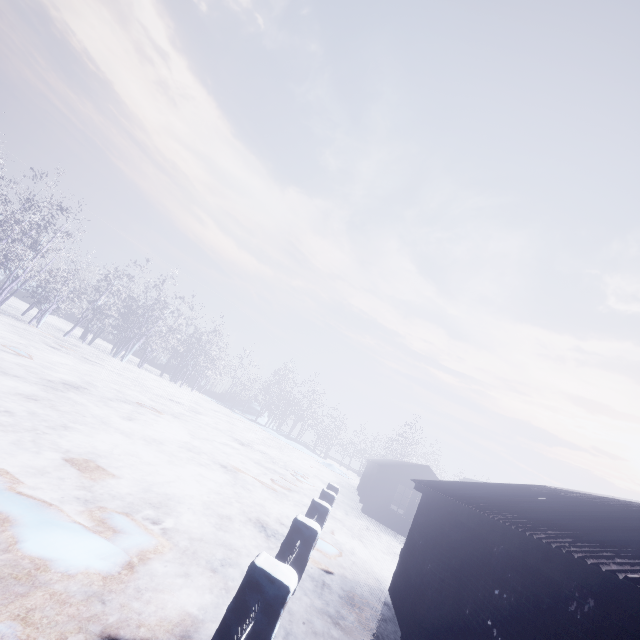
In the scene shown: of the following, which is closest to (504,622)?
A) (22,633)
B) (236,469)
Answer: (22,633)
